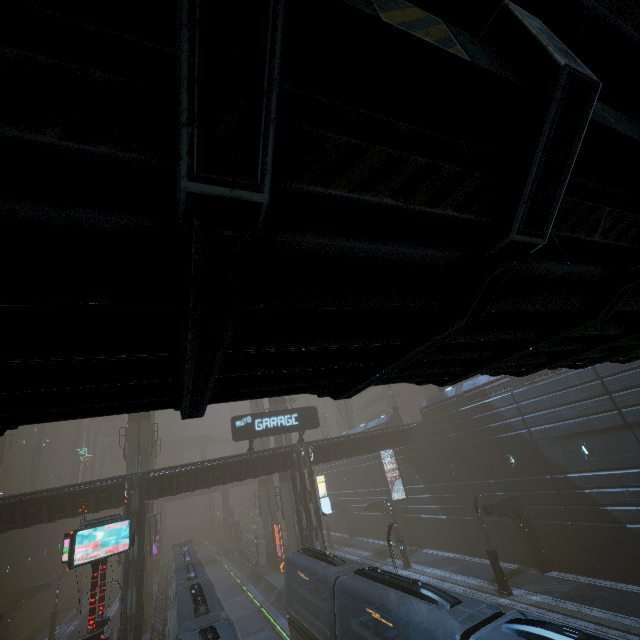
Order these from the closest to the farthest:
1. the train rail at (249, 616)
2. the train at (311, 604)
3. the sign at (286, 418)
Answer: the train at (311, 604) < the train rail at (249, 616) < the sign at (286, 418)

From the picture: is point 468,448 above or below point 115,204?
below

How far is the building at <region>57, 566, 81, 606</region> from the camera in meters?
45.6

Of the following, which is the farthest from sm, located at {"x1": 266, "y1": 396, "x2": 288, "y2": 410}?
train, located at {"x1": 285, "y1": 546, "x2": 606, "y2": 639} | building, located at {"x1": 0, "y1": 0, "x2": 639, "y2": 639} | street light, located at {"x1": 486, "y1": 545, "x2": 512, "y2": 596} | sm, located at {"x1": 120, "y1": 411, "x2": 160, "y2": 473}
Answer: train, located at {"x1": 285, "y1": 546, "x2": 606, "y2": 639}

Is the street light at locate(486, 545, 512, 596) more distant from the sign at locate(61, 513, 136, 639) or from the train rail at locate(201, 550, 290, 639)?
the sign at locate(61, 513, 136, 639)

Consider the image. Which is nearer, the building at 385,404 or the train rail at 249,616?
the train rail at 249,616

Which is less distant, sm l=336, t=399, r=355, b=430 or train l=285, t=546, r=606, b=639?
train l=285, t=546, r=606, b=639

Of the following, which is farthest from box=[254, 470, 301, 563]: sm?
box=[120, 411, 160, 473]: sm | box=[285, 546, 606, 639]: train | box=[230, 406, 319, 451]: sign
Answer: box=[285, 546, 606, 639]: train
